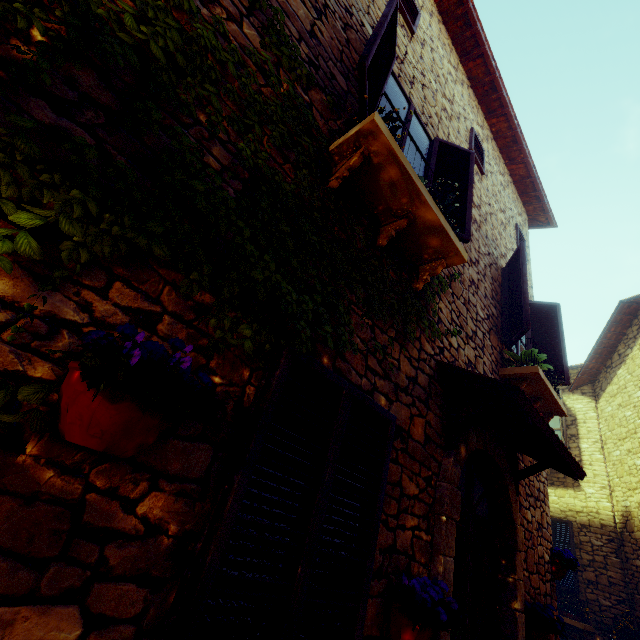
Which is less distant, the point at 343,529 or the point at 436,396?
the point at 343,529

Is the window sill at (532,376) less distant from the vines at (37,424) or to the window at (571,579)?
the vines at (37,424)

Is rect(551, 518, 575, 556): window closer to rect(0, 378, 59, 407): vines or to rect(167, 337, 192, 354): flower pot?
rect(0, 378, 59, 407): vines

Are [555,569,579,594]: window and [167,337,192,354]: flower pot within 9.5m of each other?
no

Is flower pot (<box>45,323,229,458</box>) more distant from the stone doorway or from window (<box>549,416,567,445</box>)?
window (<box>549,416,567,445</box>)

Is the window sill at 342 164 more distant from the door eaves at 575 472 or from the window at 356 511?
the window at 356 511

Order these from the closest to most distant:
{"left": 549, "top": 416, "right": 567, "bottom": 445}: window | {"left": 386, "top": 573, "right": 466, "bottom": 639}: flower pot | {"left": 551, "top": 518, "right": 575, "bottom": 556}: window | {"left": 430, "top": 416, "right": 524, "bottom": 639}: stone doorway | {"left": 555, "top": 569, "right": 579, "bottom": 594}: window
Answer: {"left": 386, "top": 573, "right": 466, "bottom": 639}: flower pot → {"left": 430, "top": 416, "right": 524, "bottom": 639}: stone doorway → {"left": 555, "top": 569, "right": 579, "bottom": 594}: window → {"left": 551, "top": 518, "right": 575, "bottom": 556}: window → {"left": 549, "top": 416, "right": 567, "bottom": 445}: window

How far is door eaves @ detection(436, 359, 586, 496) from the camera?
2.7m
